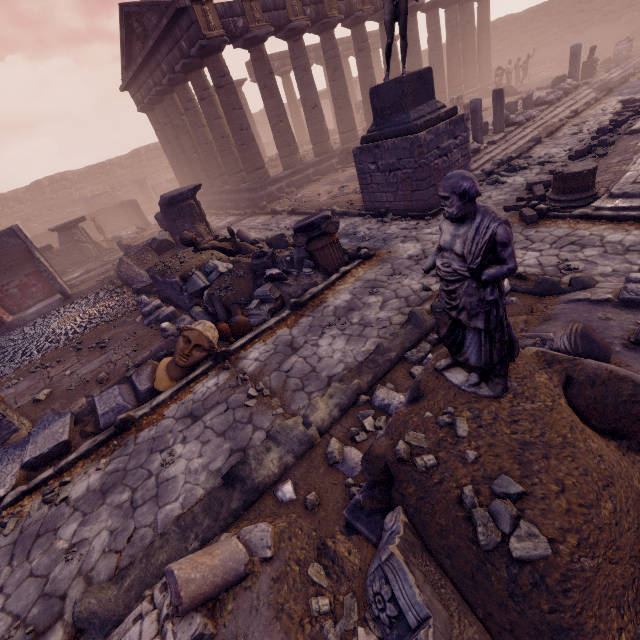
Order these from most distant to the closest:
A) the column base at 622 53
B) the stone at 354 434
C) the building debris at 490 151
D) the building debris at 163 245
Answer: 1. the column base at 622 53
2. the building debris at 163 245
3. the building debris at 490 151
4. the stone at 354 434

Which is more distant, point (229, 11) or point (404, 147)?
point (229, 11)

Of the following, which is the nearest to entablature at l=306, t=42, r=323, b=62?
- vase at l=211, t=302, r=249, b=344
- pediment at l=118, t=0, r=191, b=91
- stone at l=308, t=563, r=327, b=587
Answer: pediment at l=118, t=0, r=191, b=91

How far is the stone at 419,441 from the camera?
2.5m

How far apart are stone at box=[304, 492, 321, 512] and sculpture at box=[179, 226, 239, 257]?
7.0m

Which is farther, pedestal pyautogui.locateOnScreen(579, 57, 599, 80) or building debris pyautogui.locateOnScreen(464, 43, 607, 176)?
pedestal pyautogui.locateOnScreen(579, 57, 599, 80)

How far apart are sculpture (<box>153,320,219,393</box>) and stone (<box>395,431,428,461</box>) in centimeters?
364cm

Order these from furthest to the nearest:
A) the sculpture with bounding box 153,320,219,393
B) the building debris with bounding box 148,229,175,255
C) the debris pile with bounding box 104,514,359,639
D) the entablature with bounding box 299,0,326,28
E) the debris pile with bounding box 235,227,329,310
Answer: the entablature with bounding box 299,0,326,28, the building debris with bounding box 148,229,175,255, the debris pile with bounding box 235,227,329,310, the sculpture with bounding box 153,320,219,393, the debris pile with bounding box 104,514,359,639
